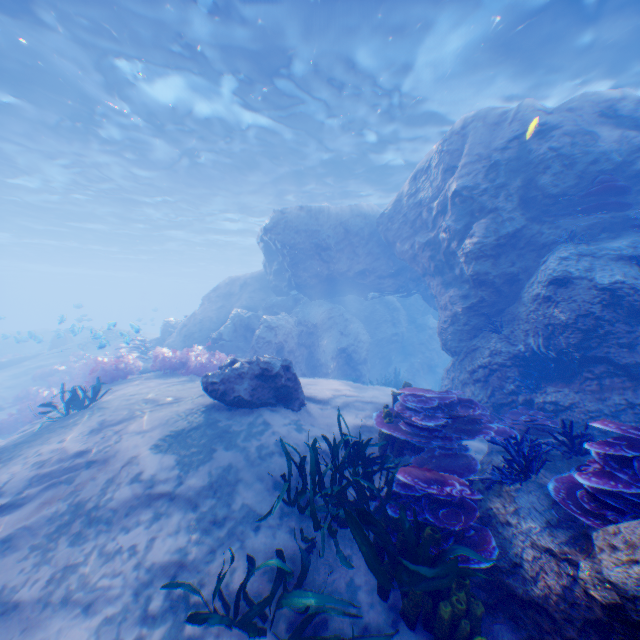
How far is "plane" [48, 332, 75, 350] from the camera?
14.3m

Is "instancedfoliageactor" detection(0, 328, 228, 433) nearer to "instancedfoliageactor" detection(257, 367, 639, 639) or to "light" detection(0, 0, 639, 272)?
"light" detection(0, 0, 639, 272)

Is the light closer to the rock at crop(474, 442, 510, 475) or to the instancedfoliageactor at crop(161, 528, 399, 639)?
the rock at crop(474, 442, 510, 475)

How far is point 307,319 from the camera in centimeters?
1409cm

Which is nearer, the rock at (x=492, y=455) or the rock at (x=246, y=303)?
the rock at (x=492, y=455)

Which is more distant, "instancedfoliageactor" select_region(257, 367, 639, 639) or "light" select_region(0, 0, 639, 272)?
"light" select_region(0, 0, 639, 272)

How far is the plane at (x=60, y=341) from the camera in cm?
1429

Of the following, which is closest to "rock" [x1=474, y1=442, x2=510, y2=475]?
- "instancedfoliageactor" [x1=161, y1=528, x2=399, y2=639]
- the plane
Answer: the plane
